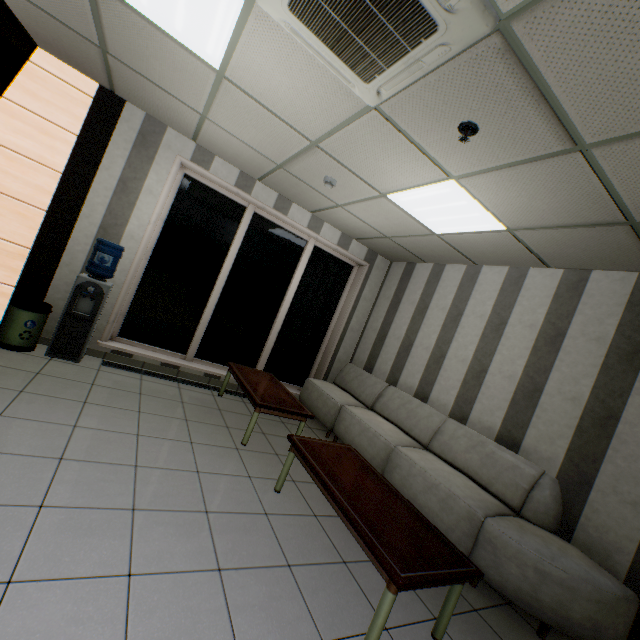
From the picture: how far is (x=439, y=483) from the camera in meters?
3.3

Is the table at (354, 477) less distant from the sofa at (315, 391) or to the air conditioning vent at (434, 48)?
the sofa at (315, 391)

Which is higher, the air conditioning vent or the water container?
the air conditioning vent

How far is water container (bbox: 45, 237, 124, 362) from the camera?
3.8m

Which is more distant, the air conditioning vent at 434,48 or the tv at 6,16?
the tv at 6,16

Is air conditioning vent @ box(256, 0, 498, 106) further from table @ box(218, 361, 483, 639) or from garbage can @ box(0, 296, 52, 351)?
garbage can @ box(0, 296, 52, 351)

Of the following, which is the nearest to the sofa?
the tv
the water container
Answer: the water container

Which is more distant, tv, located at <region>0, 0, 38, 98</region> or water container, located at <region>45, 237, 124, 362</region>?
water container, located at <region>45, 237, 124, 362</region>
